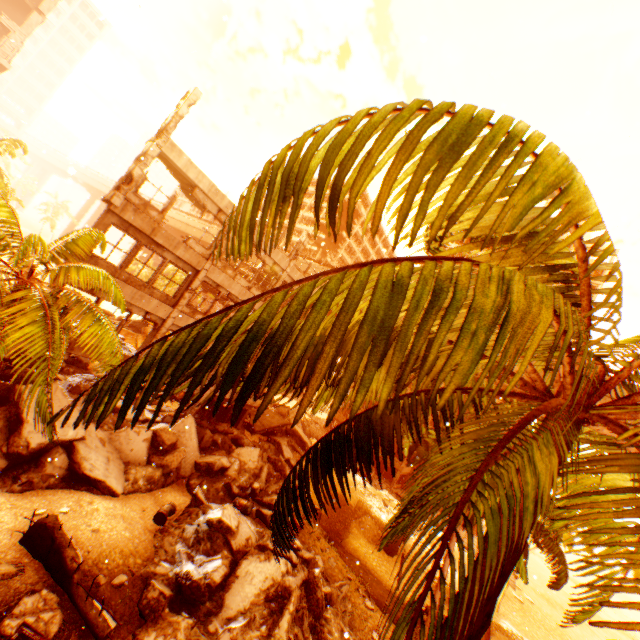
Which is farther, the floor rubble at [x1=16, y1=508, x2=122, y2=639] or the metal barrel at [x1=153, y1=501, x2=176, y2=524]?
the metal barrel at [x1=153, y1=501, x2=176, y2=524]

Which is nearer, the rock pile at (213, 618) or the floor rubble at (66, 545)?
the floor rubble at (66, 545)

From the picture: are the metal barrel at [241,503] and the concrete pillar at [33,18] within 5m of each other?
no

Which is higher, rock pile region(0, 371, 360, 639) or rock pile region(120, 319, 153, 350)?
rock pile region(120, 319, 153, 350)

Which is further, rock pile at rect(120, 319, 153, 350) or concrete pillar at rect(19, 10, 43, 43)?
rock pile at rect(120, 319, 153, 350)

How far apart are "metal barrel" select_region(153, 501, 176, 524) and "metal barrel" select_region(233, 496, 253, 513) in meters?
2.9 m

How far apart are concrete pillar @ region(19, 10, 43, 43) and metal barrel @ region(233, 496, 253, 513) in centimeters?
4022cm

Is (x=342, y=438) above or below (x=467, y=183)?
below
